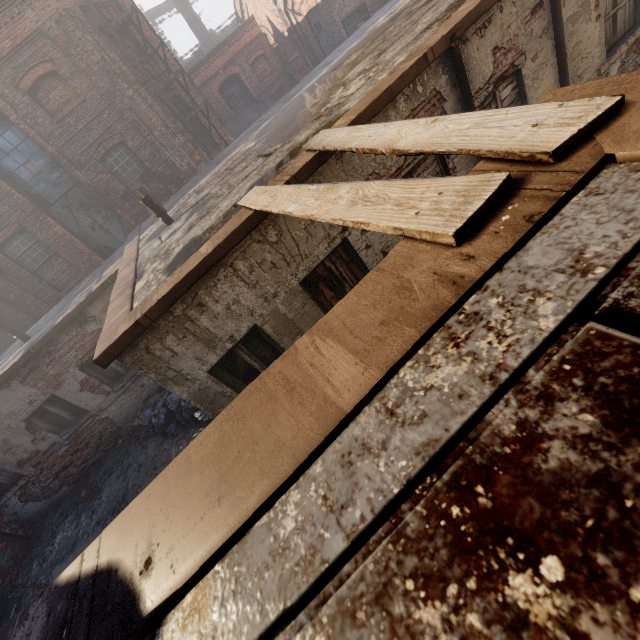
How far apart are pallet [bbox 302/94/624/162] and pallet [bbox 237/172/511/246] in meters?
0.2 m

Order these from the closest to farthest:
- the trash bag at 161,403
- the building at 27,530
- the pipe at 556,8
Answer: the pipe at 556,8, the trash bag at 161,403, the building at 27,530

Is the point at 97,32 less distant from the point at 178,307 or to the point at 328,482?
the point at 178,307

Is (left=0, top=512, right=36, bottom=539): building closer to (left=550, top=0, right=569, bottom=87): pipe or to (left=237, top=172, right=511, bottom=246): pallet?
(left=237, top=172, right=511, bottom=246): pallet

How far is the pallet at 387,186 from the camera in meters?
1.3 m

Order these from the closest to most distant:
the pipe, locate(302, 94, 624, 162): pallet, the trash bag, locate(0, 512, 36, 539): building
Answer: locate(302, 94, 624, 162): pallet, the pipe, the trash bag, locate(0, 512, 36, 539): building

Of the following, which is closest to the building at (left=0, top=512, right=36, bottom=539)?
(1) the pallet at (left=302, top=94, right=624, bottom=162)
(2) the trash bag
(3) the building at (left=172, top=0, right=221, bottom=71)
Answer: (2) the trash bag

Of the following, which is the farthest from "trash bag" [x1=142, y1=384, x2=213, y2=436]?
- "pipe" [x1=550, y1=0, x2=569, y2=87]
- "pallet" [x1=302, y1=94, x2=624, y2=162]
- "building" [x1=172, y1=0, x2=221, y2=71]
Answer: "building" [x1=172, y1=0, x2=221, y2=71]
